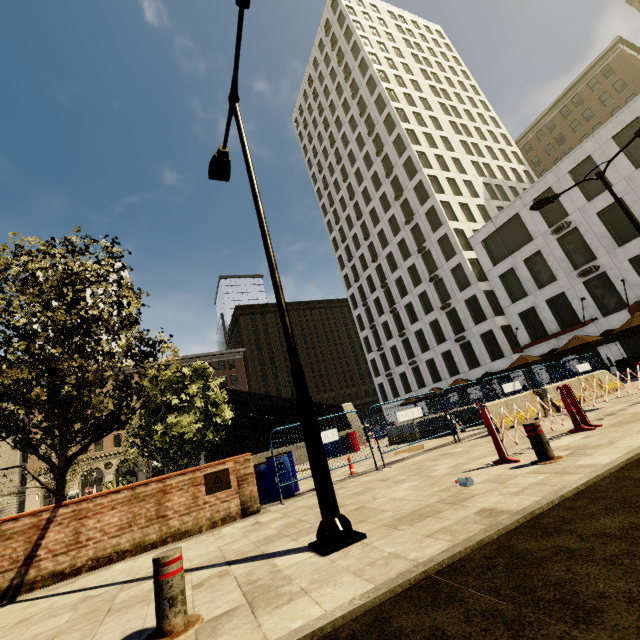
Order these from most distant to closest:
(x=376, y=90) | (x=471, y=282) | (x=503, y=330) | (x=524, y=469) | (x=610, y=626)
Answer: (x=376, y=90) → (x=471, y=282) → (x=503, y=330) → (x=524, y=469) → (x=610, y=626)

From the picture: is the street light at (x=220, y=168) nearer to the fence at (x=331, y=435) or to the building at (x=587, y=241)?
the fence at (x=331, y=435)

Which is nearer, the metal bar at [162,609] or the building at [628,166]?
the metal bar at [162,609]

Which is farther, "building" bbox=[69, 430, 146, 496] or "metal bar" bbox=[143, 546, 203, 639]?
"building" bbox=[69, 430, 146, 496]

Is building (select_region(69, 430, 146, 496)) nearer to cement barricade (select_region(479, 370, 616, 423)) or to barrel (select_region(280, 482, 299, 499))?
cement barricade (select_region(479, 370, 616, 423))

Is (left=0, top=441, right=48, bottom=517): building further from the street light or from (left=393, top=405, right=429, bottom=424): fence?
(left=393, top=405, right=429, bottom=424): fence

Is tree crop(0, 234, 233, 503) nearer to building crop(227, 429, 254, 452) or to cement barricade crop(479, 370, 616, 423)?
building crop(227, 429, 254, 452)

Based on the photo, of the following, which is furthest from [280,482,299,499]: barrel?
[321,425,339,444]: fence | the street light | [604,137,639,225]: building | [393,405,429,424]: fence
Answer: [604,137,639,225]: building
